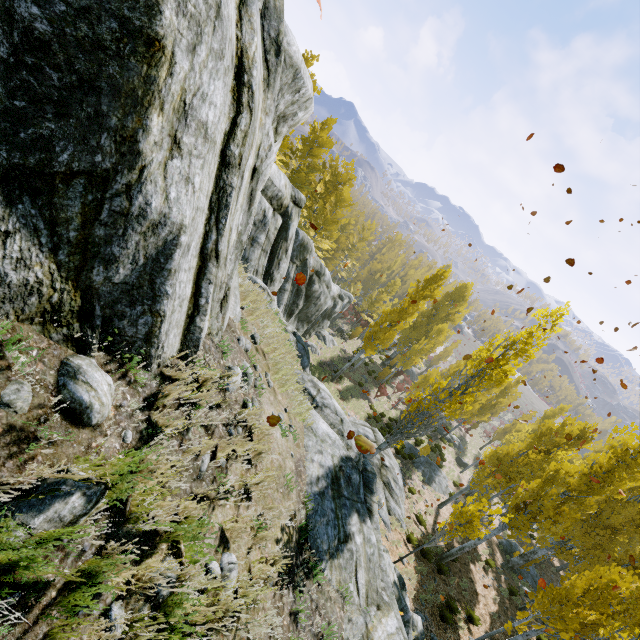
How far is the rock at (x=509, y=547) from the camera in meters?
22.6 m

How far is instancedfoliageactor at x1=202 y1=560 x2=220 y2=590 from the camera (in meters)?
2.71

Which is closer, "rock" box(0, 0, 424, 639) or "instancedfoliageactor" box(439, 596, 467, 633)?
"rock" box(0, 0, 424, 639)

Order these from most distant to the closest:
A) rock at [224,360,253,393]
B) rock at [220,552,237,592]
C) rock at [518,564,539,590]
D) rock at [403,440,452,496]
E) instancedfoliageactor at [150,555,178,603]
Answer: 1. rock at [403,440,452,496]
2. rock at [518,564,539,590]
3. rock at [224,360,253,393]
4. rock at [220,552,237,592]
5. instancedfoliageactor at [150,555,178,603]

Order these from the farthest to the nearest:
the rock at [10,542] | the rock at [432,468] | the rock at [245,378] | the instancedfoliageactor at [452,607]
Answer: the rock at [432,468]
the instancedfoliageactor at [452,607]
the rock at [245,378]
the rock at [10,542]

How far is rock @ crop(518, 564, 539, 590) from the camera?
21.4m

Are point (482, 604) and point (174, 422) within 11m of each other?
no

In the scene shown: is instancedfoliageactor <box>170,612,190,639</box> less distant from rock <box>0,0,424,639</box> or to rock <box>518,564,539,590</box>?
rock <box>0,0,424,639</box>
